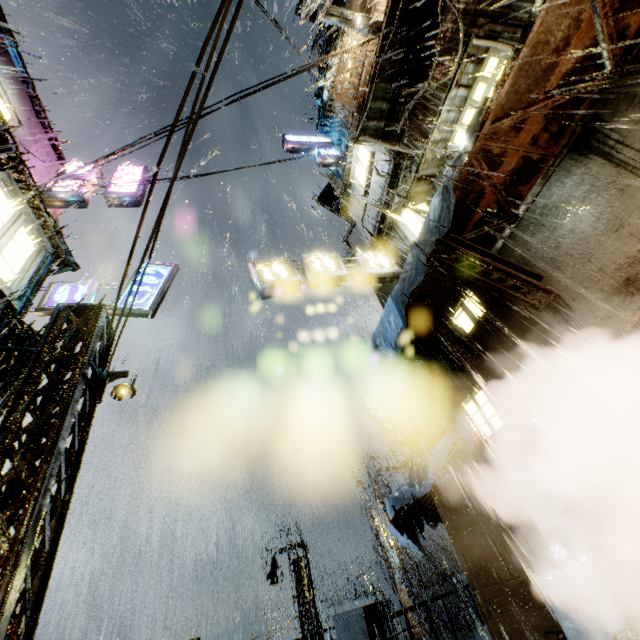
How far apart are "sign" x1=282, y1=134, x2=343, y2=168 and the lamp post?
15.3m

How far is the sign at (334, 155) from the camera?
17.2 meters

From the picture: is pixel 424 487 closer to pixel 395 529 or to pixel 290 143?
pixel 395 529

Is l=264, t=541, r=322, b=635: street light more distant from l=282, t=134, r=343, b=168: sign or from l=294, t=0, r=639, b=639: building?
l=282, t=134, r=343, b=168: sign

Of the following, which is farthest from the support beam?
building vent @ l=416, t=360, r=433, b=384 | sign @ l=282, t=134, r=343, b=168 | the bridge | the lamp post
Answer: sign @ l=282, t=134, r=343, b=168

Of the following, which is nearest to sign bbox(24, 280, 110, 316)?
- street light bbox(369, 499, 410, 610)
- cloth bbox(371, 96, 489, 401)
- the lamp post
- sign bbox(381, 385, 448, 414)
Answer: the lamp post

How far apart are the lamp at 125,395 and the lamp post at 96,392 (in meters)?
0.11

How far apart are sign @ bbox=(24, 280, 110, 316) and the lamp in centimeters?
237cm
